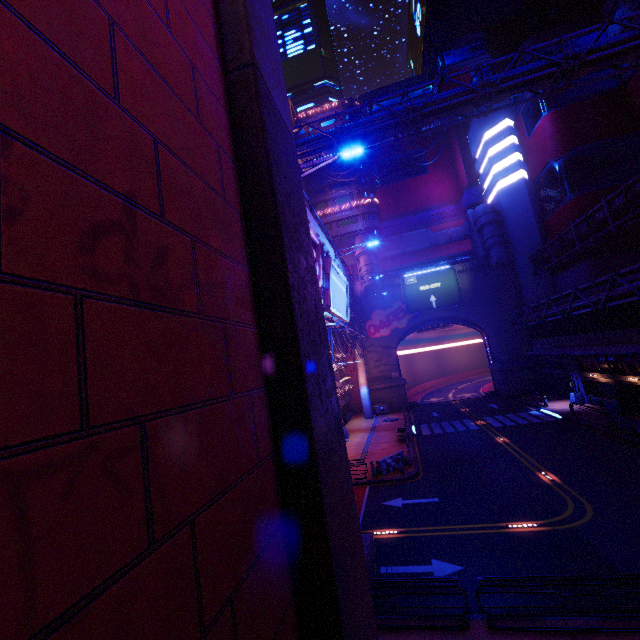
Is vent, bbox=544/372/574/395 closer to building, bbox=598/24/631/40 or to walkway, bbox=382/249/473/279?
building, bbox=598/24/631/40

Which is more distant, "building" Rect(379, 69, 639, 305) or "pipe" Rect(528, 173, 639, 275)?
"building" Rect(379, 69, 639, 305)

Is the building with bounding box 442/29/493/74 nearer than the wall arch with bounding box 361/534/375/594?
No

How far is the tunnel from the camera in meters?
46.2

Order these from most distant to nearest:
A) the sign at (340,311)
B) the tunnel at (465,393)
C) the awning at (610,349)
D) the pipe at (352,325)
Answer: the tunnel at (465,393)
the pipe at (352,325)
the awning at (610,349)
the sign at (340,311)

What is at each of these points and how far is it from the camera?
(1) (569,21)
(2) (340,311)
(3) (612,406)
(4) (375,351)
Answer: (1) building, 54.88m
(2) sign, 21.67m
(3) trash can, 25.70m
(4) wall arch, 46.53m

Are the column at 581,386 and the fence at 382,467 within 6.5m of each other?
no

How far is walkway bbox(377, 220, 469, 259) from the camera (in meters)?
47.06
